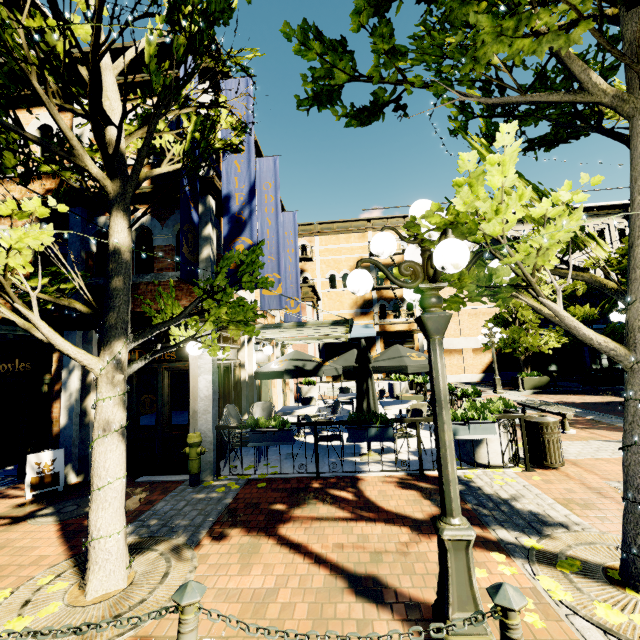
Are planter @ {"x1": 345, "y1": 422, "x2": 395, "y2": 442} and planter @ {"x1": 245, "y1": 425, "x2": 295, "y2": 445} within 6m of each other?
yes

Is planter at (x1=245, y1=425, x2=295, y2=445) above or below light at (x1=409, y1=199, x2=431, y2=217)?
below

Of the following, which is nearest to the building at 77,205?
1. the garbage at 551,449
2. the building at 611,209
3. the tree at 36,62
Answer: the tree at 36,62

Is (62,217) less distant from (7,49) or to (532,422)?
(7,49)

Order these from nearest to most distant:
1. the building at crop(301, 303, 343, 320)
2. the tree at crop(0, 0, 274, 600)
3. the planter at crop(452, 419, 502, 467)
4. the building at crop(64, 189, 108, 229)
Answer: the tree at crop(0, 0, 274, 600)
the planter at crop(452, 419, 502, 467)
the building at crop(64, 189, 108, 229)
the building at crop(301, 303, 343, 320)

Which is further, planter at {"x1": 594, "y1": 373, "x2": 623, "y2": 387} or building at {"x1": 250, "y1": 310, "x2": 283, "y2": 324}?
planter at {"x1": 594, "y1": 373, "x2": 623, "y2": 387}

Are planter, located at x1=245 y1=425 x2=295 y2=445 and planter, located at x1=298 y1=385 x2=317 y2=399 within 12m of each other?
yes

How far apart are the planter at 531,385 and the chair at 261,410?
14.7 meters
